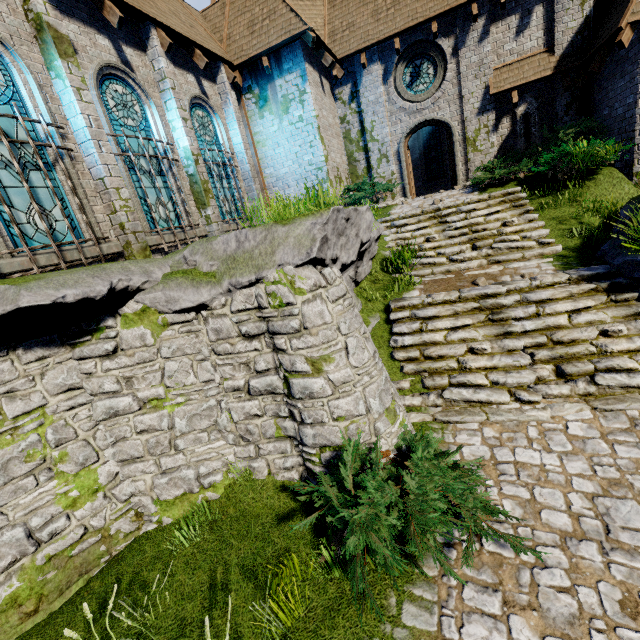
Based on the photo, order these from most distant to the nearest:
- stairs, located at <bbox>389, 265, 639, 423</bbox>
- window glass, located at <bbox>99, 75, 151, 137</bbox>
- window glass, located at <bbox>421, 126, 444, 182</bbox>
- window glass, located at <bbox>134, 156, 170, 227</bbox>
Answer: window glass, located at <bbox>421, 126, 444, 182</bbox> → window glass, located at <bbox>134, 156, 170, 227</bbox> → window glass, located at <bbox>99, 75, 151, 137</bbox> → stairs, located at <bbox>389, 265, 639, 423</bbox>

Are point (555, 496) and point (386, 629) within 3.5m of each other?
yes

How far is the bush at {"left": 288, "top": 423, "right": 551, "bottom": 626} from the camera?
3.4 meters

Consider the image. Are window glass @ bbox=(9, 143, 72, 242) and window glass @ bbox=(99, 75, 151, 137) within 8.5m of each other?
yes

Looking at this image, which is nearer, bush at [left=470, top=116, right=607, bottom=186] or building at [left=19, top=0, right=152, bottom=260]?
building at [left=19, top=0, right=152, bottom=260]

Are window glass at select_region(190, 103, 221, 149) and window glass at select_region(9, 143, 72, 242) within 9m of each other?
yes

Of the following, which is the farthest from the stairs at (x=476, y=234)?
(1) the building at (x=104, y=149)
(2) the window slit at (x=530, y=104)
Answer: (2) the window slit at (x=530, y=104)

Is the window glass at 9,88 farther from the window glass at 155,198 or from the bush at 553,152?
the bush at 553,152
